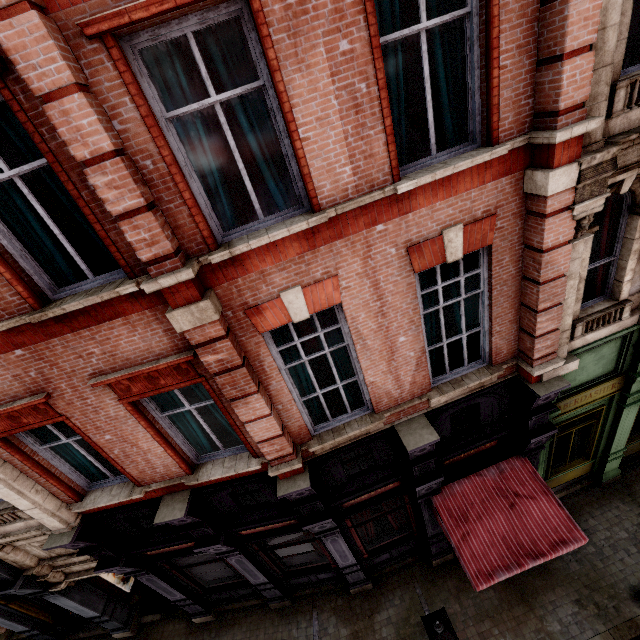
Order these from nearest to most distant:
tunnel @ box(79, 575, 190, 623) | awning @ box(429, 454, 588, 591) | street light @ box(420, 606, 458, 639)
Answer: street light @ box(420, 606, 458, 639) → awning @ box(429, 454, 588, 591) → tunnel @ box(79, 575, 190, 623)

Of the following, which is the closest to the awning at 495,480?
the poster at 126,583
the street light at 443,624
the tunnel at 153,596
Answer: the street light at 443,624

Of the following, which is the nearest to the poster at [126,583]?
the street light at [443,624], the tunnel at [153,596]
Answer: the tunnel at [153,596]

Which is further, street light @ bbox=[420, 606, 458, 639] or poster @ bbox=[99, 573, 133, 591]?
poster @ bbox=[99, 573, 133, 591]

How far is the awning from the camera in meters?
6.5

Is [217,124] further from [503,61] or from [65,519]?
[65,519]

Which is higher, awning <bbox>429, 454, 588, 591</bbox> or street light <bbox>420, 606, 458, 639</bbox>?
street light <bbox>420, 606, 458, 639</bbox>

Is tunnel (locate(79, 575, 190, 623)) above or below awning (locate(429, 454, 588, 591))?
below
